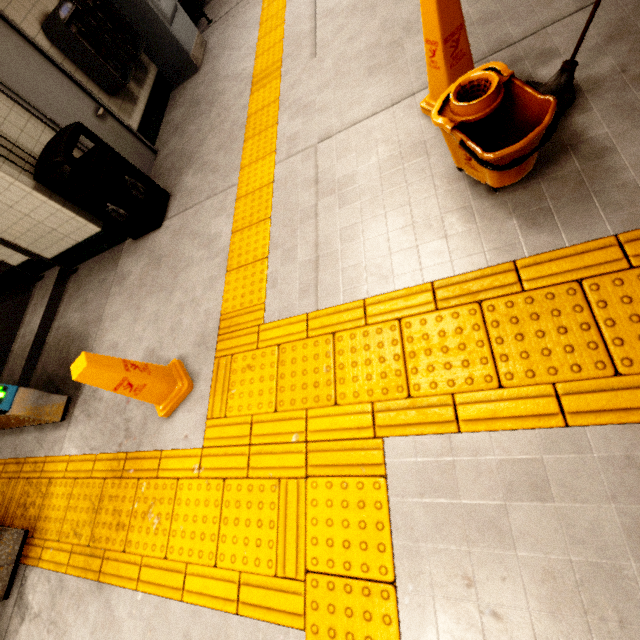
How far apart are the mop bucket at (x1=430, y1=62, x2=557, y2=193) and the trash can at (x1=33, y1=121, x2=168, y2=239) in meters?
3.4

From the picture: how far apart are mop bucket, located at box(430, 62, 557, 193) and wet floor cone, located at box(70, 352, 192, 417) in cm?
254

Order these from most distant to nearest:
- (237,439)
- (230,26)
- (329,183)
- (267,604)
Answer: (230,26) < (329,183) < (237,439) < (267,604)

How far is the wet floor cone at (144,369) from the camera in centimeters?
219cm

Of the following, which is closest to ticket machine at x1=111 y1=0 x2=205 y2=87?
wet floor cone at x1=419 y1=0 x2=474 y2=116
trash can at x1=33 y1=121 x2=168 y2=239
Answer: trash can at x1=33 y1=121 x2=168 y2=239

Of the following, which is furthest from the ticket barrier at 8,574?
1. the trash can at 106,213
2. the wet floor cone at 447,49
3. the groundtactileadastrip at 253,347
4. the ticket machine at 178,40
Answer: the ticket machine at 178,40

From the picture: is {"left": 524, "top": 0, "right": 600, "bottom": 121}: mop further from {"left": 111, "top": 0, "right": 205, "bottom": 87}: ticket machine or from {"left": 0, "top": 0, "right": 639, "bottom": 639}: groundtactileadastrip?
{"left": 111, "top": 0, "right": 205, "bottom": 87}: ticket machine

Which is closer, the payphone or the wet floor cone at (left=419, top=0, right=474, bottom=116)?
Result: the wet floor cone at (left=419, top=0, right=474, bottom=116)
